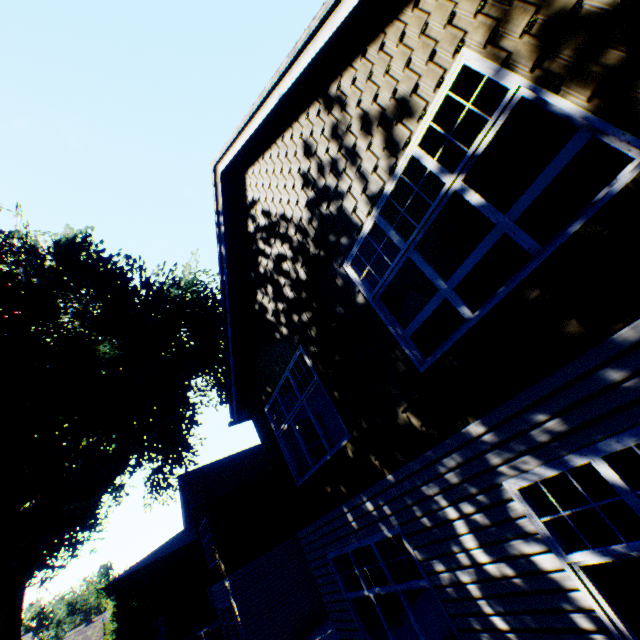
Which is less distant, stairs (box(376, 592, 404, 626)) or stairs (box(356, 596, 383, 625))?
stairs (box(376, 592, 404, 626))

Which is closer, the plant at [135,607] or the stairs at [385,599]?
the stairs at [385,599]

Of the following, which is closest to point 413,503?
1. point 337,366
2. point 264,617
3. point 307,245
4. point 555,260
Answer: point 337,366

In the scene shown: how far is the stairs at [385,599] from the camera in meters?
5.5 m

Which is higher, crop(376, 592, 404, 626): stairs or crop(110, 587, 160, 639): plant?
crop(110, 587, 160, 639): plant

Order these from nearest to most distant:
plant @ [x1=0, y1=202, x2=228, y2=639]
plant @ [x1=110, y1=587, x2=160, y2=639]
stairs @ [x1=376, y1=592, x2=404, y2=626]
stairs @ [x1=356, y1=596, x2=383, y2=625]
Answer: stairs @ [x1=376, y1=592, x2=404, y2=626] → stairs @ [x1=356, y1=596, x2=383, y2=625] → plant @ [x1=0, y1=202, x2=228, y2=639] → plant @ [x1=110, y1=587, x2=160, y2=639]

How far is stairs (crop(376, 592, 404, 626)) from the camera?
5.5m

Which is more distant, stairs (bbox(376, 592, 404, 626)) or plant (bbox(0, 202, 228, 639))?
plant (bbox(0, 202, 228, 639))
